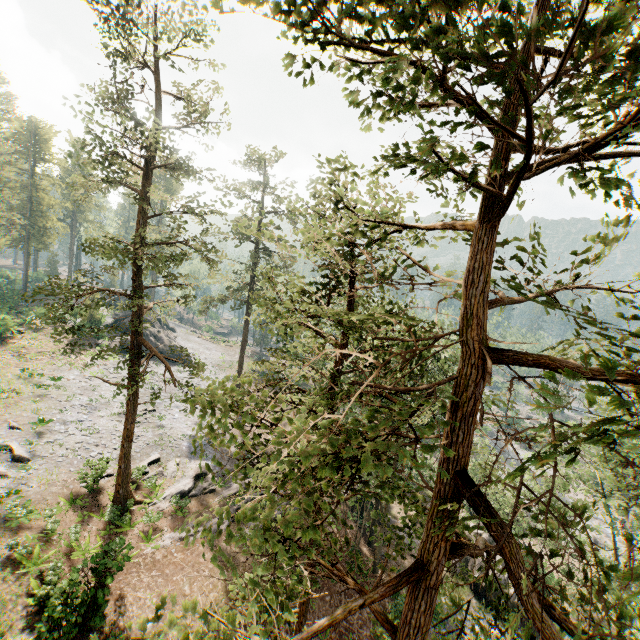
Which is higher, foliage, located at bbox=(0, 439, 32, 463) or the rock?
the rock

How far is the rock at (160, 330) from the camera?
44.2 meters

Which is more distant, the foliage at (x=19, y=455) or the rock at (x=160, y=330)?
the rock at (x=160, y=330)

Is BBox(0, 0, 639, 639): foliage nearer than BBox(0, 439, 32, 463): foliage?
Yes

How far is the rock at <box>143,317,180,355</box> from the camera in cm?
4419

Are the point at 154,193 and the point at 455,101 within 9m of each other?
no

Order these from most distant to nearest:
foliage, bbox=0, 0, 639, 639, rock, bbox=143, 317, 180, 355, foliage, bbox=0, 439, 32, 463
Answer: rock, bbox=143, 317, 180, 355 < foliage, bbox=0, 439, 32, 463 < foliage, bbox=0, 0, 639, 639

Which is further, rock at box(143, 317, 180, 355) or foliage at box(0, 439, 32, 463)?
rock at box(143, 317, 180, 355)
